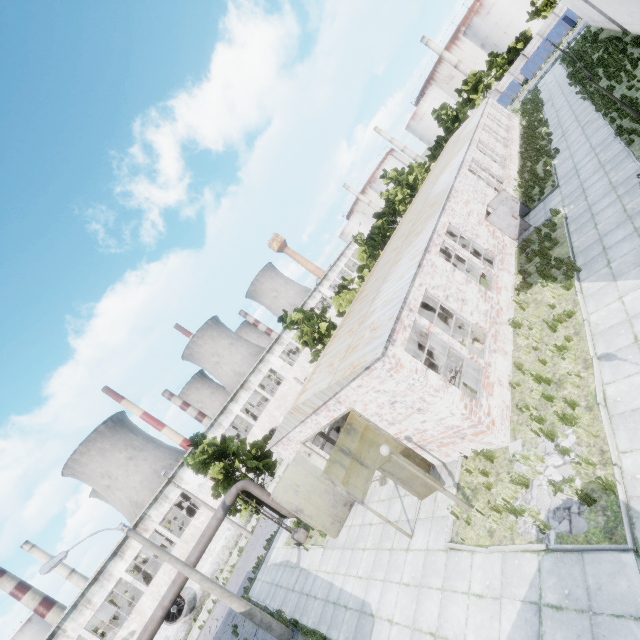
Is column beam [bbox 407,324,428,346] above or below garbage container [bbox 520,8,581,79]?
above

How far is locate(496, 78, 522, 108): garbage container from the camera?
54.3 meters

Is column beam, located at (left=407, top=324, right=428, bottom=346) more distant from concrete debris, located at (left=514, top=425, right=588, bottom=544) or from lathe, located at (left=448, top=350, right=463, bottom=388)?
concrete debris, located at (left=514, top=425, right=588, bottom=544)

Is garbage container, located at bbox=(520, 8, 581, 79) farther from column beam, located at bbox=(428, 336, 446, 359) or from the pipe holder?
the pipe holder

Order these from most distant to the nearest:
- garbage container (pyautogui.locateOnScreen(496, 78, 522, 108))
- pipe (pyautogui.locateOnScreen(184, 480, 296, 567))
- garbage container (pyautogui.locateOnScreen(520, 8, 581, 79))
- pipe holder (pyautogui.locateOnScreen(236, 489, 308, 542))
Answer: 1. garbage container (pyautogui.locateOnScreen(496, 78, 522, 108))
2. garbage container (pyautogui.locateOnScreen(520, 8, 581, 79))
3. pipe holder (pyautogui.locateOnScreen(236, 489, 308, 542))
4. pipe (pyautogui.locateOnScreen(184, 480, 296, 567))

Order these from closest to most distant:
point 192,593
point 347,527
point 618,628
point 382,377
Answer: point 618,628, point 382,377, point 347,527, point 192,593

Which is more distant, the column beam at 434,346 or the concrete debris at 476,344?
the column beam at 434,346

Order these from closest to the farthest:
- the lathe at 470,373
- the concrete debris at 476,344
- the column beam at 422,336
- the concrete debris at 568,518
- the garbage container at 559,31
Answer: the concrete debris at 568,518 < the lathe at 470,373 < the concrete debris at 476,344 < the column beam at 422,336 < the garbage container at 559,31
